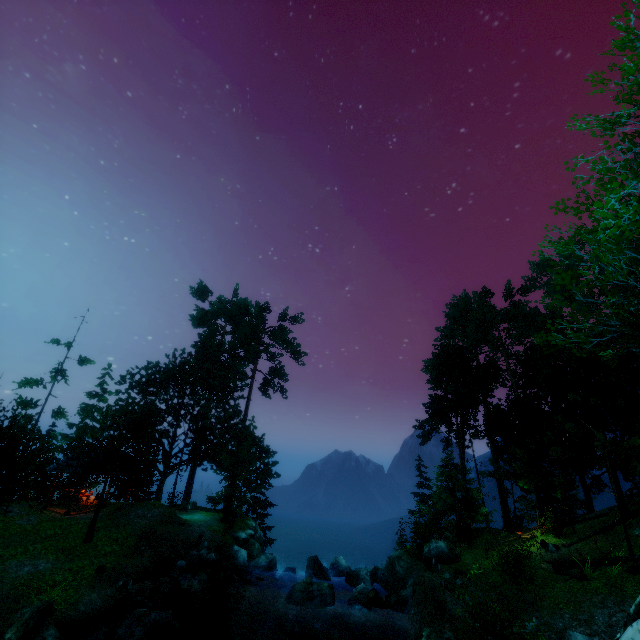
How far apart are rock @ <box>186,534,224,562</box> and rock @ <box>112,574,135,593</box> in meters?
4.6 m

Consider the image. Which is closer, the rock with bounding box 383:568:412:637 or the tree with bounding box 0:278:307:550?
the rock with bounding box 383:568:412:637

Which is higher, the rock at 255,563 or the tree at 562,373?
the tree at 562,373

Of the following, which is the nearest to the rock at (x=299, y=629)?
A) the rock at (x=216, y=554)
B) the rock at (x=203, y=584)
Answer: the rock at (x=203, y=584)

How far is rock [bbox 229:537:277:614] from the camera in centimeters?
1842cm

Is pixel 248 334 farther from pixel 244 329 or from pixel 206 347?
pixel 206 347

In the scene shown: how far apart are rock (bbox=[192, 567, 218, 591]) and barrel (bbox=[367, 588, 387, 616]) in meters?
8.8 m

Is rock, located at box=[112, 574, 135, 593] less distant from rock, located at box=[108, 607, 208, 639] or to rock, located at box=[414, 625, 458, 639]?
rock, located at box=[108, 607, 208, 639]
